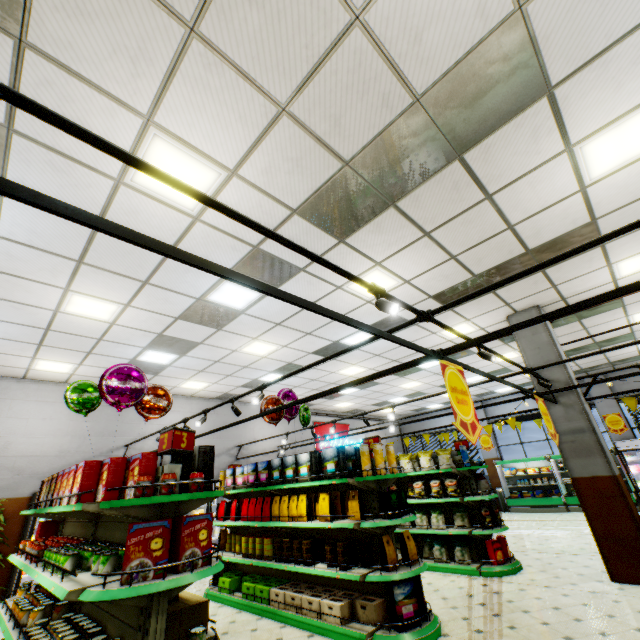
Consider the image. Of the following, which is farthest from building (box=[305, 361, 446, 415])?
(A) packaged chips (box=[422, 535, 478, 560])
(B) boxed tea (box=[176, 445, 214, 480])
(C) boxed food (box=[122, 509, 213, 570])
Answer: (B) boxed tea (box=[176, 445, 214, 480])

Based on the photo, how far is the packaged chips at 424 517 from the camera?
7.15m

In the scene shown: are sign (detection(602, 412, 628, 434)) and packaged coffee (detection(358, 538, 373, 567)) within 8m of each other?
no

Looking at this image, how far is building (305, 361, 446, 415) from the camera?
11.3 meters

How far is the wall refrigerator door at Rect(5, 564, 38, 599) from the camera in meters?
6.4

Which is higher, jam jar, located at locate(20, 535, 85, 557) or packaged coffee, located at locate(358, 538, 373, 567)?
jam jar, located at locate(20, 535, 85, 557)

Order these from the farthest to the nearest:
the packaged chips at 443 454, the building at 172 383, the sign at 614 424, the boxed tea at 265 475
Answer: the sign at 614 424
the packaged chips at 443 454
the boxed tea at 265 475
the building at 172 383

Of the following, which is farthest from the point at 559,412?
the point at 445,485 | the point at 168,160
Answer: the point at 168,160
